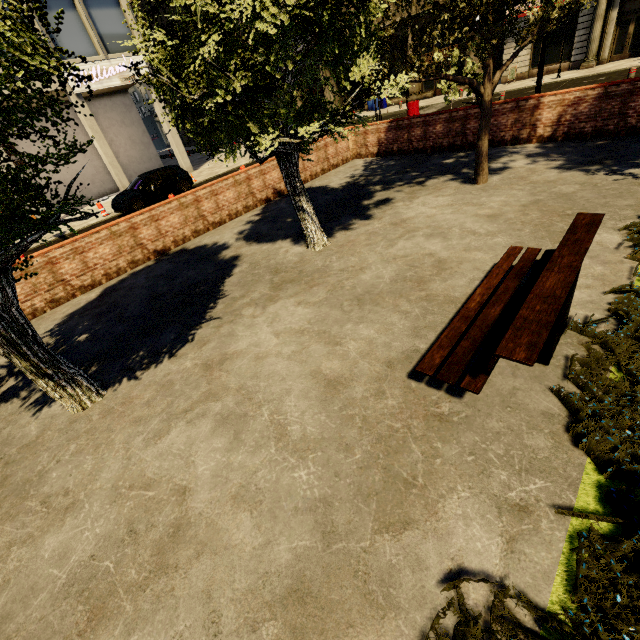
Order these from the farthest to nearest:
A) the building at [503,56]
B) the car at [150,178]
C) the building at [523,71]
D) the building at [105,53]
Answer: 1. the building at [503,56]
2. the building at [523,71]
3. the building at [105,53]
4. the car at [150,178]

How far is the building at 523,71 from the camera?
22.2m

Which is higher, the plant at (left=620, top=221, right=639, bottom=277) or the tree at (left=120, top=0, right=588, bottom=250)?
the tree at (left=120, top=0, right=588, bottom=250)

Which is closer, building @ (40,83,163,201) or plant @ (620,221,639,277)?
plant @ (620,221,639,277)

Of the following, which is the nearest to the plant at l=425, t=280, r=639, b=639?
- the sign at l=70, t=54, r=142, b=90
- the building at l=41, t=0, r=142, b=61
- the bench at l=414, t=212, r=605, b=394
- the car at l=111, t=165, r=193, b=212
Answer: the bench at l=414, t=212, r=605, b=394

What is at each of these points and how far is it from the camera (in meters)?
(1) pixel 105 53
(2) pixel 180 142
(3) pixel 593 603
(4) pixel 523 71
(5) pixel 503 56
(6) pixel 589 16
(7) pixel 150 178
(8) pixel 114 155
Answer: (1) building, 18.69
(2) building, 22.97
(3) plant, 1.78
(4) building, 23.25
(5) building, 23.48
(6) building, 19.91
(7) car, 15.64
(8) building, 20.36

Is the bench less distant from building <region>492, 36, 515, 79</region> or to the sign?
building <region>492, 36, 515, 79</region>

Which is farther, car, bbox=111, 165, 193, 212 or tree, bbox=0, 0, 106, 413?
car, bbox=111, 165, 193, 212
